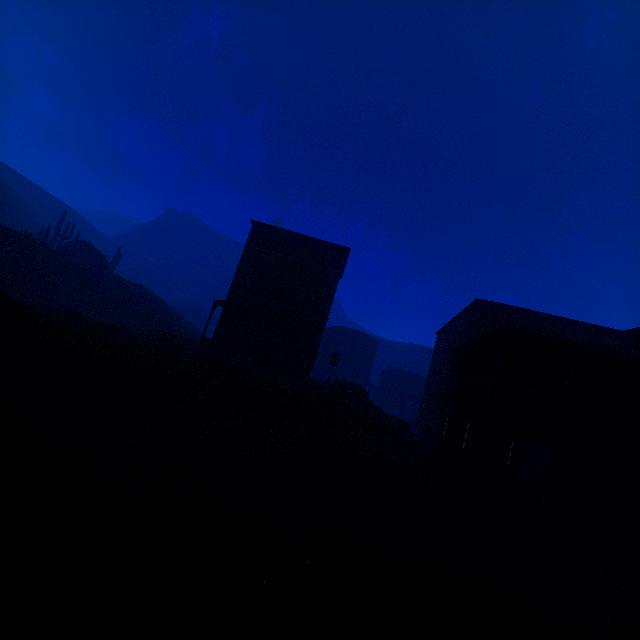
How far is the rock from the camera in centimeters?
2091cm

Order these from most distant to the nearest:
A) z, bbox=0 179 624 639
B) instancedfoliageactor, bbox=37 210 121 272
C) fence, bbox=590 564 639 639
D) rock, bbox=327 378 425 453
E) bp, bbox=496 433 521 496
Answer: instancedfoliageactor, bbox=37 210 121 272, rock, bbox=327 378 425 453, bp, bbox=496 433 521 496, fence, bbox=590 564 639 639, z, bbox=0 179 624 639

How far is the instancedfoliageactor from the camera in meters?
39.0 m

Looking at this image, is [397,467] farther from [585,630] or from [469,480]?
[585,630]

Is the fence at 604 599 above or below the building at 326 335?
below

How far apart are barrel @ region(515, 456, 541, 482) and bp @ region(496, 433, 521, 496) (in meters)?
7.06

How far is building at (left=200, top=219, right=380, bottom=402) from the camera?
23.48m

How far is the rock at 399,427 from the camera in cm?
2091
